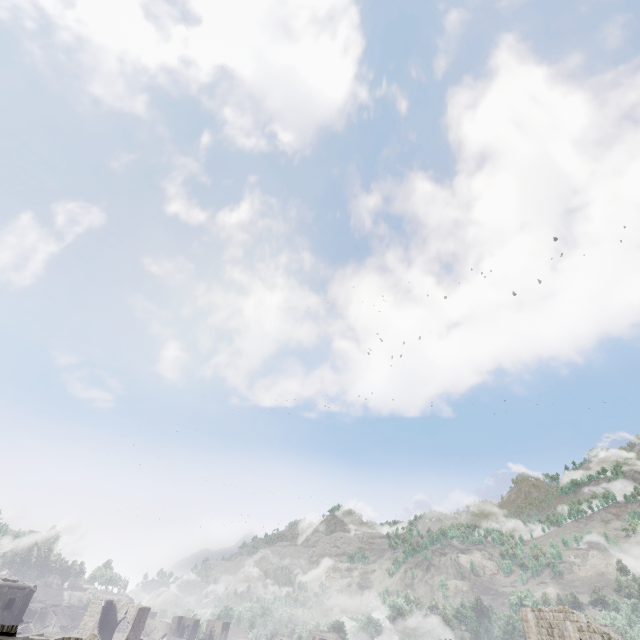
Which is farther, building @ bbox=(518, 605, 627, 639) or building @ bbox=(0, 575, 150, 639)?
building @ bbox=(0, 575, 150, 639)

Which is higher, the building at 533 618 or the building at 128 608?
the building at 533 618

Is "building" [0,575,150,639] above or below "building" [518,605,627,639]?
below

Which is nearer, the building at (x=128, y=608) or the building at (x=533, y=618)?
the building at (x=533, y=618)

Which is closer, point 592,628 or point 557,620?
point 592,628
